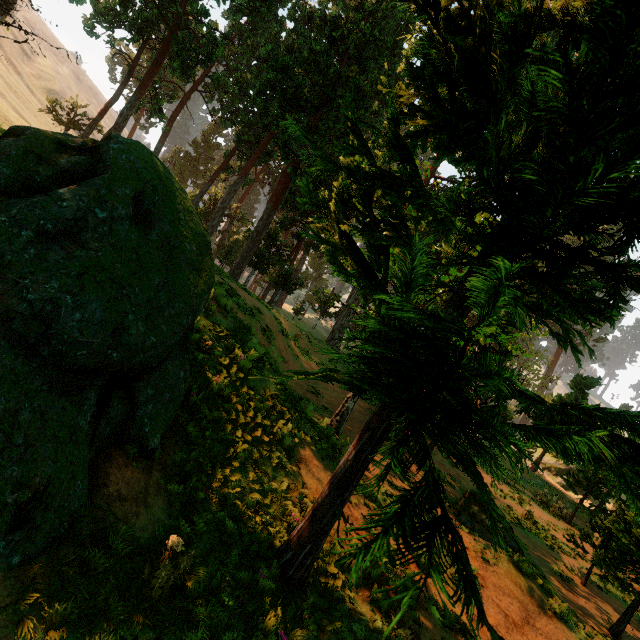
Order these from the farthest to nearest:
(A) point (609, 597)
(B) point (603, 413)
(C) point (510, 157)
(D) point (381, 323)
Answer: (A) point (609, 597) → (B) point (603, 413) → (C) point (510, 157) → (D) point (381, 323)

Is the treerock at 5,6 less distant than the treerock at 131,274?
No

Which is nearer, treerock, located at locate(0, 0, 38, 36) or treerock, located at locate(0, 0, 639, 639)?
treerock, located at locate(0, 0, 639, 639)
